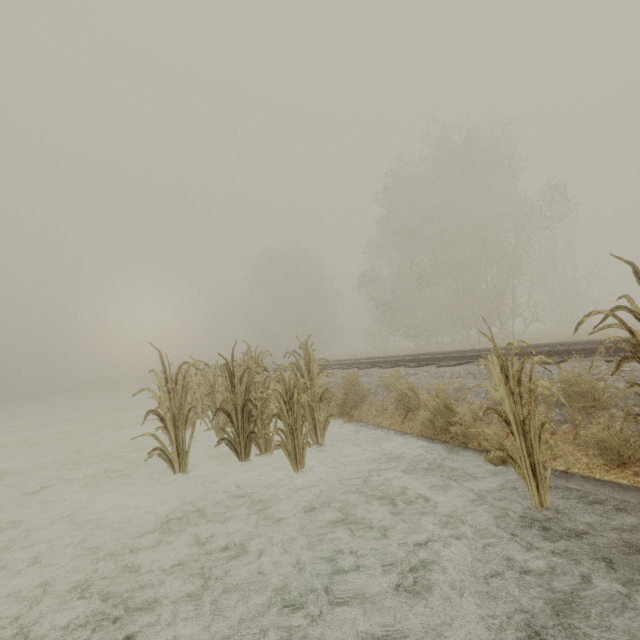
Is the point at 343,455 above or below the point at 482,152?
below
